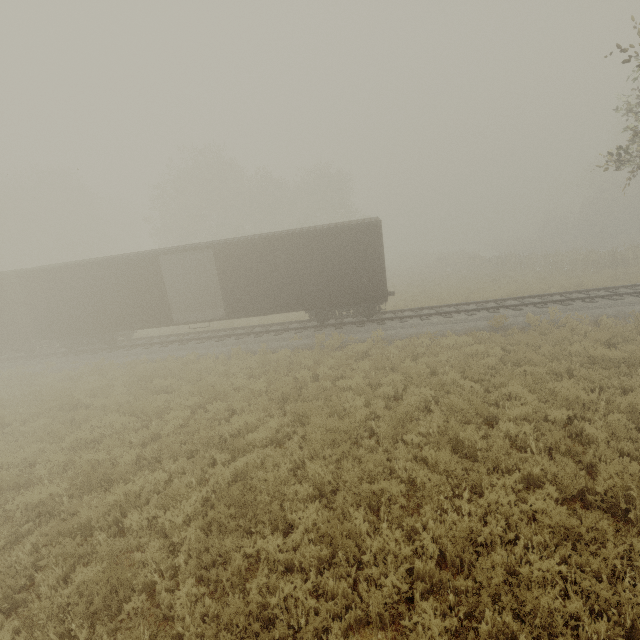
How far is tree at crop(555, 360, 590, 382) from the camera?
8.54m

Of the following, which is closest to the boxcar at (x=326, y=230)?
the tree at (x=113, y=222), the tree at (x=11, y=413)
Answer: the tree at (x=11, y=413)

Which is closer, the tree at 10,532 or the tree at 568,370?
the tree at 10,532

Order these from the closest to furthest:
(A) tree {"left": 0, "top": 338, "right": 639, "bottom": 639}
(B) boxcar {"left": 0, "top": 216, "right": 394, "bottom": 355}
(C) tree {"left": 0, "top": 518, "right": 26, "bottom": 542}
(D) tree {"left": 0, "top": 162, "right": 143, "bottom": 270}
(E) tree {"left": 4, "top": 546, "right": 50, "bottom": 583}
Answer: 1. (A) tree {"left": 0, "top": 338, "right": 639, "bottom": 639}
2. (E) tree {"left": 4, "top": 546, "right": 50, "bottom": 583}
3. (C) tree {"left": 0, "top": 518, "right": 26, "bottom": 542}
4. (B) boxcar {"left": 0, "top": 216, "right": 394, "bottom": 355}
5. (D) tree {"left": 0, "top": 162, "right": 143, "bottom": 270}

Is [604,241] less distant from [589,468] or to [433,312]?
[433,312]

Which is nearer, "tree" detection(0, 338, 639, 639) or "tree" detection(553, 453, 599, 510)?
"tree" detection(0, 338, 639, 639)
